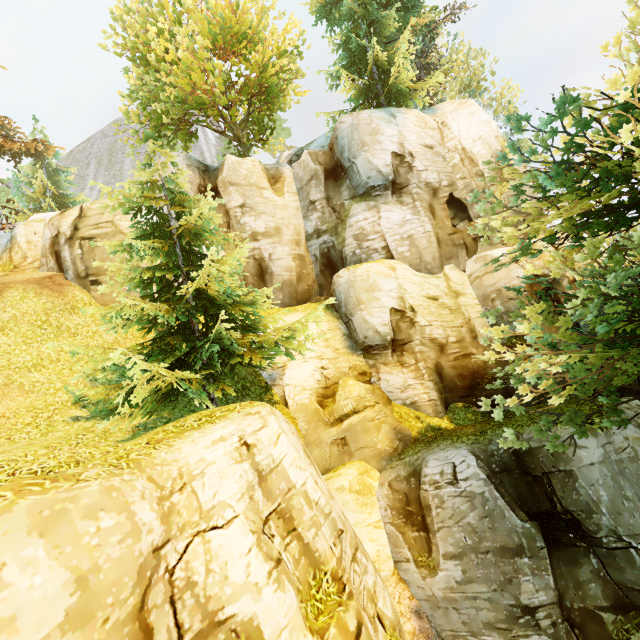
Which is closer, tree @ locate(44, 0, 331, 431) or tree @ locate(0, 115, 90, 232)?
tree @ locate(44, 0, 331, 431)

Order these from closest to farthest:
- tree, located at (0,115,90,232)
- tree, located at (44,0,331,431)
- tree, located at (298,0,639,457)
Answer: tree, located at (298,0,639,457)
tree, located at (44,0,331,431)
tree, located at (0,115,90,232)

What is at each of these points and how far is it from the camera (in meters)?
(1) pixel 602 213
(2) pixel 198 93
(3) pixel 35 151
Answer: (1) tree, 9.27
(2) tree, 19.02
(3) tree, 21.45

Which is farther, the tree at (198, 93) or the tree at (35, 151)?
the tree at (35, 151)
